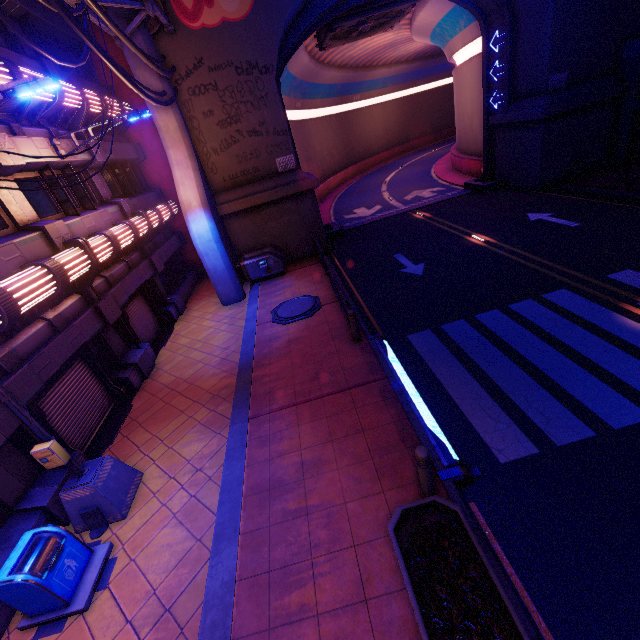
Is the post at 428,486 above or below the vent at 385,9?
below

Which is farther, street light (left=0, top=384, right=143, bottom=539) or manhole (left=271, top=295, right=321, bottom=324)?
manhole (left=271, top=295, right=321, bottom=324)

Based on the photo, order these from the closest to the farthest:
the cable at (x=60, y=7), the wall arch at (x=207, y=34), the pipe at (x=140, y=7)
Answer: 1. the cable at (x=60, y=7)
2. the pipe at (x=140, y=7)
3. the wall arch at (x=207, y=34)

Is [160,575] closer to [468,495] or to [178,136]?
[468,495]

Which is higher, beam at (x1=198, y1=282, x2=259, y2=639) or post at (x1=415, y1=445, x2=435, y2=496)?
post at (x1=415, y1=445, x2=435, y2=496)

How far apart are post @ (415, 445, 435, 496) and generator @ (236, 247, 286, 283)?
12.7m

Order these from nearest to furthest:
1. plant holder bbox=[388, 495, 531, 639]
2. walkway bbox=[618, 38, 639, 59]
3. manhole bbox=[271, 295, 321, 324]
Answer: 1. plant holder bbox=[388, 495, 531, 639]
2. manhole bbox=[271, 295, 321, 324]
3. walkway bbox=[618, 38, 639, 59]

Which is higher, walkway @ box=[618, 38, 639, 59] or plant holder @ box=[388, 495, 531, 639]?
walkway @ box=[618, 38, 639, 59]
